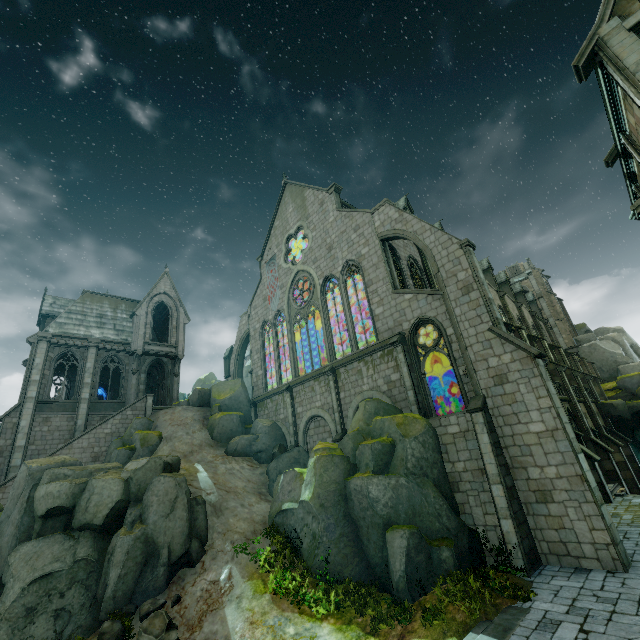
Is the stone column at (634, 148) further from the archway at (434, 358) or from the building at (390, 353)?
the archway at (434, 358)

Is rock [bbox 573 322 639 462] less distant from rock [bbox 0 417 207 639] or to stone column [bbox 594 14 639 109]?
stone column [bbox 594 14 639 109]

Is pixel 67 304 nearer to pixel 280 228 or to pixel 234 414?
pixel 234 414

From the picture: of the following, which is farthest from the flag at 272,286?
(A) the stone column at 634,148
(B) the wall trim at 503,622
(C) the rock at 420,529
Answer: (B) the wall trim at 503,622

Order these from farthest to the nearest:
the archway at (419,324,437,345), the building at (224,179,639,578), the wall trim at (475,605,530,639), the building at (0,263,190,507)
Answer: the building at (0,263,190,507), the archway at (419,324,437,345), the building at (224,179,639,578), the wall trim at (475,605,530,639)

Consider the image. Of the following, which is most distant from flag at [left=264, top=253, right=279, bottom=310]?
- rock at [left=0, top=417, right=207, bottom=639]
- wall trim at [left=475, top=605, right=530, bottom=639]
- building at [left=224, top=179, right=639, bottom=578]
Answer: wall trim at [left=475, top=605, right=530, bottom=639]

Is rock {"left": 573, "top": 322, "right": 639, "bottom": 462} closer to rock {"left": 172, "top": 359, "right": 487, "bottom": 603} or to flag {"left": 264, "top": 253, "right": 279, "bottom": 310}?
rock {"left": 172, "top": 359, "right": 487, "bottom": 603}

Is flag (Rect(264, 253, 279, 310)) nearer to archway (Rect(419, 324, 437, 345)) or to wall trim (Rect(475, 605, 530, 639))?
archway (Rect(419, 324, 437, 345))
